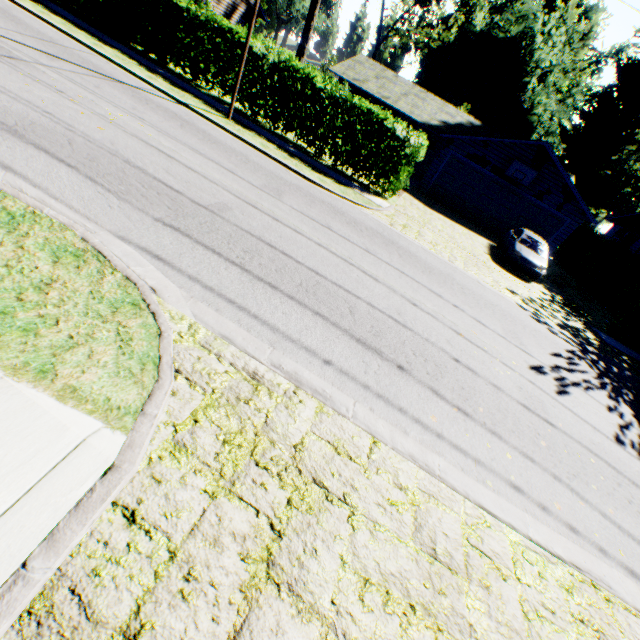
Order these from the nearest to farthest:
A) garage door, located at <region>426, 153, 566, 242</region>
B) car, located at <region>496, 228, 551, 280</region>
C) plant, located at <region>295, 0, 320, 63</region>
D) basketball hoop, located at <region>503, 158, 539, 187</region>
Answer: car, located at <region>496, 228, 551, 280</region>, basketball hoop, located at <region>503, 158, 539, 187</region>, garage door, located at <region>426, 153, 566, 242</region>, plant, located at <region>295, 0, 320, 63</region>

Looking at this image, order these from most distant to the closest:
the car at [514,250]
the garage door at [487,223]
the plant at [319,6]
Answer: the plant at [319,6] < the garage door at [487,223] < the car at [514,250]

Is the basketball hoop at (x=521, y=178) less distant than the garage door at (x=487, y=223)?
Yes

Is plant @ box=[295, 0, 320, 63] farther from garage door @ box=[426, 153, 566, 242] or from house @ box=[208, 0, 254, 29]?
garage door @ box=[426, 153, 566, 242]

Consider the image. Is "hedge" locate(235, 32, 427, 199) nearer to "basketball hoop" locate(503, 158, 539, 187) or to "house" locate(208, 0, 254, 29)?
"house" locate(208, 0, 254, 29)

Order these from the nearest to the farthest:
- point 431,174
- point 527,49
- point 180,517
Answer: point 180,517 < point 431,174 < point 527,49

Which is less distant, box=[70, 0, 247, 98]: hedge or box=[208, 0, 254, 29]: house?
box=[70, 0, 247, 98]: hedge

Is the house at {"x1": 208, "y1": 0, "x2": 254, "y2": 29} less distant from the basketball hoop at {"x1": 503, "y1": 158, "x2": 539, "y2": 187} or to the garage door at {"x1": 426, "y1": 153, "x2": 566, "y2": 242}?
the garage door at {"x1": 426, "y1": 153, "x2": 566, "y2": 242}
